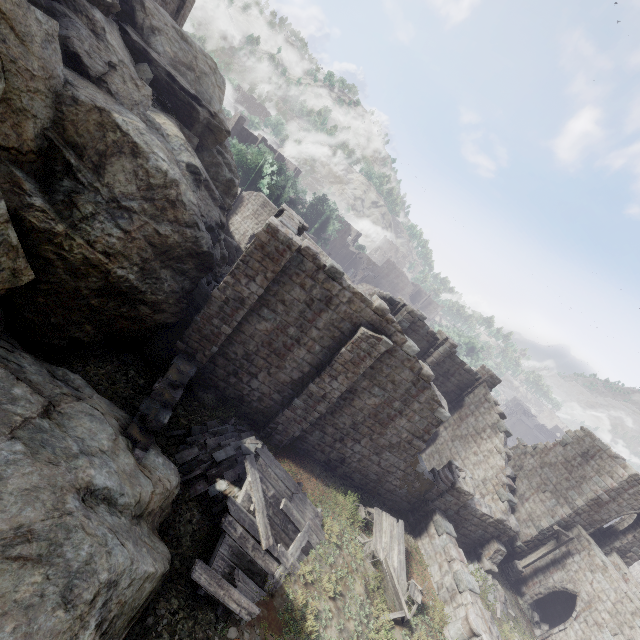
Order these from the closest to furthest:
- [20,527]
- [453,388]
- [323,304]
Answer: [20,527] → [323,304] → [453,388]

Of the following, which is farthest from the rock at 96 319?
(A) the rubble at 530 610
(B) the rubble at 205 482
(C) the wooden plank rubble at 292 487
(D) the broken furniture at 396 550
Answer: (A) the rubble at 530 610

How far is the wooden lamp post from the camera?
18.4 meters

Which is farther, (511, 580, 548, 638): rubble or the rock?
(511, 580, 548, 638): rubble

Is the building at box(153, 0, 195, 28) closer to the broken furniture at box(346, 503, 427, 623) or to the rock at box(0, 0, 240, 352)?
the rock at box(0, 0, 240, 352)

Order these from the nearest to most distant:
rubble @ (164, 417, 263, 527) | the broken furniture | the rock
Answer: the rock
rubble @ (164, 417, 263, 527)
the broken furniture

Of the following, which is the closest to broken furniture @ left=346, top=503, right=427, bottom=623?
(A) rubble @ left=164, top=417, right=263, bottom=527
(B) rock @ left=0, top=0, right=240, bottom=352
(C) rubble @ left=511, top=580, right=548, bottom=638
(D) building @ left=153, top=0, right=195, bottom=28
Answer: (D) building @ left=153, top=0, right=195, bottom=28

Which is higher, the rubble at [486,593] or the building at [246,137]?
the building at [246,137]
